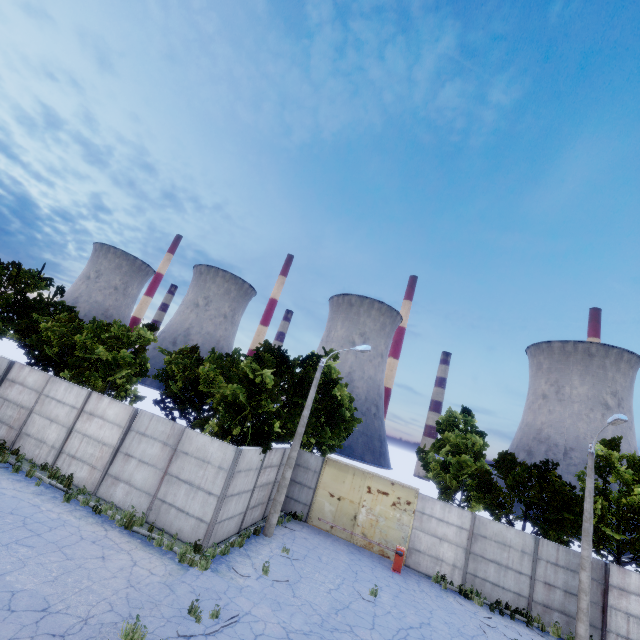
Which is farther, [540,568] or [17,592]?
[540,568]

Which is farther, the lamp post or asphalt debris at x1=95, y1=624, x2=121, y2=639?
the lamp post

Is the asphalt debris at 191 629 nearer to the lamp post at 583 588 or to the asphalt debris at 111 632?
the asphalt debris at 111 632

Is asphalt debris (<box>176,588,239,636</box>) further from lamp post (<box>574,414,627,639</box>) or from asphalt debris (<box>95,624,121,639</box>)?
lamp post (<box>574,414,627,639</box>)

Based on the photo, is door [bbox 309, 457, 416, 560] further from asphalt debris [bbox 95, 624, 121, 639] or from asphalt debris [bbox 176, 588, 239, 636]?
asphalt debris [bbox 95, 624, 121, 639]

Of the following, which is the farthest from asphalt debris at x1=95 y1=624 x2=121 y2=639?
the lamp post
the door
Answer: the lamp post

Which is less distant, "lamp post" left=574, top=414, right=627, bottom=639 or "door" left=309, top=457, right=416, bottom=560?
"lamp post" left=574, top=414, right=627, bottom=639

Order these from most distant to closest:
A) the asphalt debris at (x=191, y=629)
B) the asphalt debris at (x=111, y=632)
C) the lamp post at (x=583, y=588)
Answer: the lamp post at (x=583, y=588) → the asphalt debris at (x=191, y=629) → the asphalt debris at (x=111, y=632)
